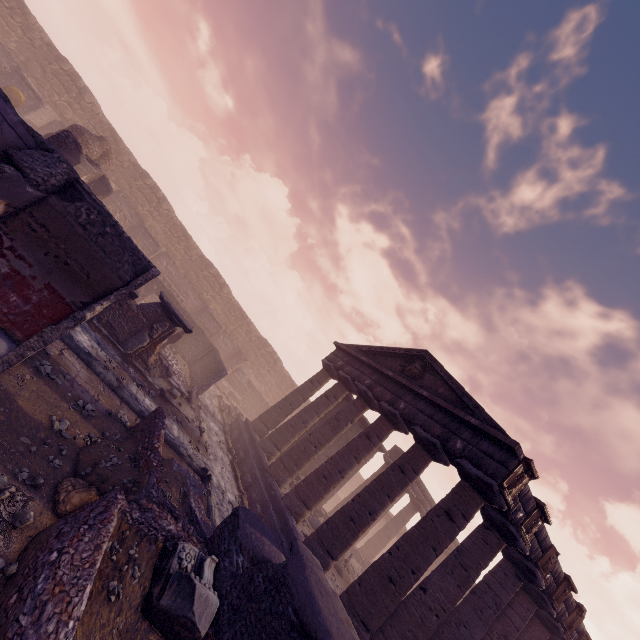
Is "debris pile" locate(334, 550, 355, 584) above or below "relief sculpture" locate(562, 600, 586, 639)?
below

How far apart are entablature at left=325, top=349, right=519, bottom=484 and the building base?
5.29m

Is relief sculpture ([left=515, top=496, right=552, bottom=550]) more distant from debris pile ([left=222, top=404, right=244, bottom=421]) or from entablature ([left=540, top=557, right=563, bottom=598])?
debris pile ([left=222, top=404, right=244, bottom=421])

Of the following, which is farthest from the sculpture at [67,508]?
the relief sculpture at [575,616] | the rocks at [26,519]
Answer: the relief sculpture at [575,616]

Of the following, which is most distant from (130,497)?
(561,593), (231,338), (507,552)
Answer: (231,338)

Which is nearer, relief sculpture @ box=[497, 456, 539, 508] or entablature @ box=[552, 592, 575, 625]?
relief sculpture @ box=[497, 456, 539, 508]

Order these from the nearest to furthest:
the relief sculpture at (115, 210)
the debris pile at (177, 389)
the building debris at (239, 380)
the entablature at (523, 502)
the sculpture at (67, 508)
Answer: the sculpture at (67, 508)
the entablature at (523, 502)
the debris pile at (177, 389)
the relief sculpture at (115, 210)
the building debris at (239, 380)
